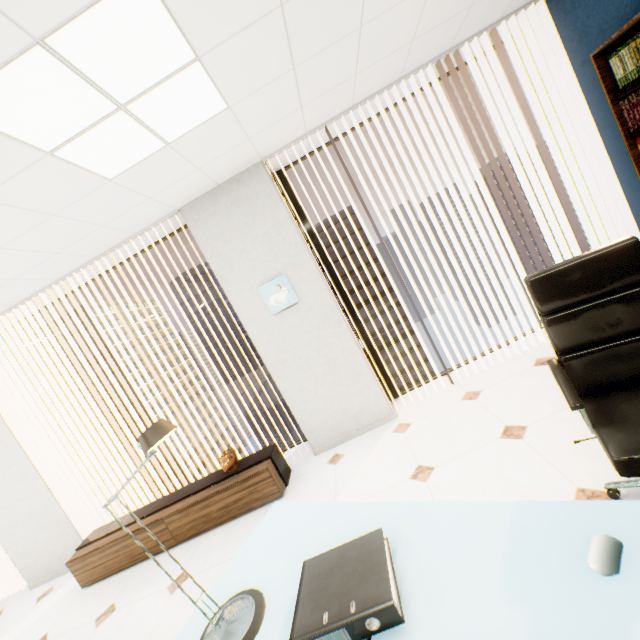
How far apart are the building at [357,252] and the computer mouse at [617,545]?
59.4 meters

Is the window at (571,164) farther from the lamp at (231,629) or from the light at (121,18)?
the lamp at (231,629)

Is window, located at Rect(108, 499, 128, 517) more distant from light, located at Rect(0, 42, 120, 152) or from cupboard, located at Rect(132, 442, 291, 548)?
light, located at Rect(0, 42, 120, 152)

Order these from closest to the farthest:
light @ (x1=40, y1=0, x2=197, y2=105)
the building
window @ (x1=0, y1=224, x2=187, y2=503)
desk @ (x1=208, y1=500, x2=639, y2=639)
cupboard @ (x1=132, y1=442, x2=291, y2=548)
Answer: desk @ (x1=208, y1=500, x2=639, y2=639), light @ (x1=40, y1=0, x2=197, y2=105), cupboard @ (x1=132, y1=442, x2=291, y2=548), window @ (x1=0, y1=224, x2=187, y2=503), the building

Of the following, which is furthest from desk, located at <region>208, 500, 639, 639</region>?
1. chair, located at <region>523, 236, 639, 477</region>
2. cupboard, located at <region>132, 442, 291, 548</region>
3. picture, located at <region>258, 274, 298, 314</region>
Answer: picture, located at <region>258, 274, 298, 314</region>

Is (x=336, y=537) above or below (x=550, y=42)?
below

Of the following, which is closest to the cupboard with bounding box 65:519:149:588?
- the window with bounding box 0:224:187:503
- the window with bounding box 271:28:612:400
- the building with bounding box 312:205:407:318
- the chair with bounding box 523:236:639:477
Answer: the window with bounding box 0:224:187:503

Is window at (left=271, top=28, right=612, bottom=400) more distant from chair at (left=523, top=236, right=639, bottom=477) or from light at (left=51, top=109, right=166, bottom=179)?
chair at (left=523, top=236, right=639, bottom=477)
